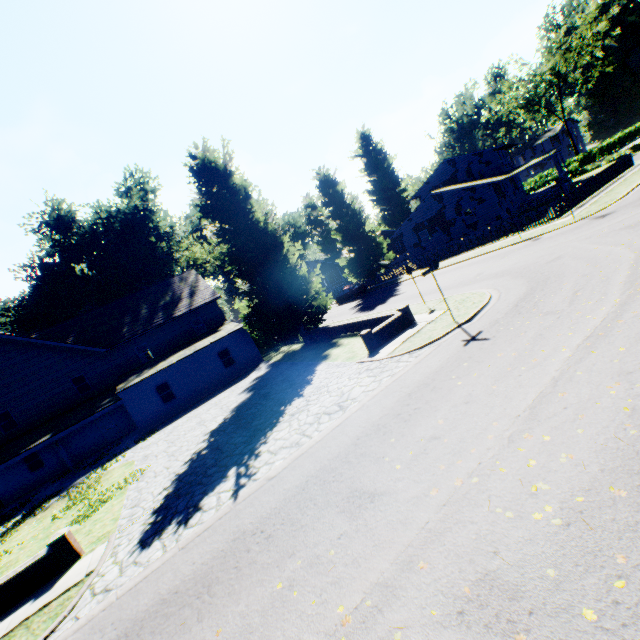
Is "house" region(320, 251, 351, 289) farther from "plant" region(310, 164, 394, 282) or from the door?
the door

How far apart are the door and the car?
25.62m

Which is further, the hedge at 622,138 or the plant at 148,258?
the hedge at 622,138

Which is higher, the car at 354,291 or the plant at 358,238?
the plant at 358,238

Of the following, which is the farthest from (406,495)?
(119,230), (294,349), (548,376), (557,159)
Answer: (119,230)

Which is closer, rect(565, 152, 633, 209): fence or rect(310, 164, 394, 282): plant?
rect(565, 152, 633, 209): fence

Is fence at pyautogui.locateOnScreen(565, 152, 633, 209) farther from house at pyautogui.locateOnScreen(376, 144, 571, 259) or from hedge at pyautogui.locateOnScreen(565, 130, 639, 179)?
house at pyautogui.locateOnScreen(376, 144, 571, 259)

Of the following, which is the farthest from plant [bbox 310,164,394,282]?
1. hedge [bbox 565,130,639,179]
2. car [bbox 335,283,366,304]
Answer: hedge [bbox 565,130,639,179]
